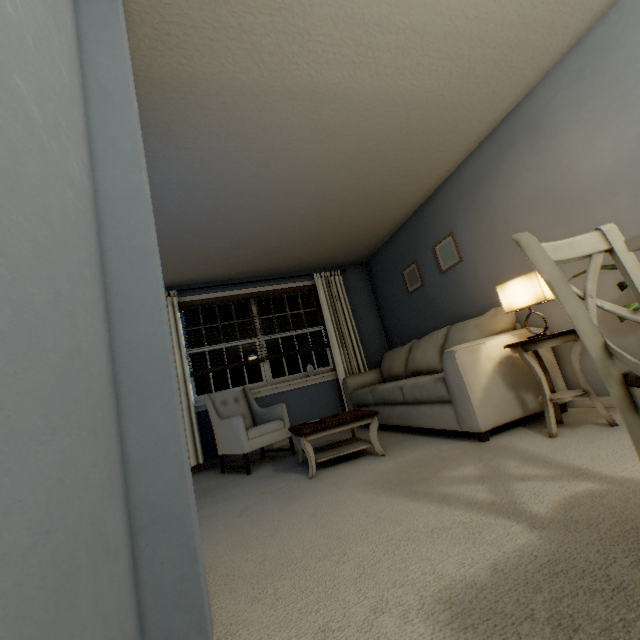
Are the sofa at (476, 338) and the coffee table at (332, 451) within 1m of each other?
yes

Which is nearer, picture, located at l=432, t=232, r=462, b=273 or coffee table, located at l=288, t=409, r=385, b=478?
coffee table, located at l=288, t=409, r=385, b=478

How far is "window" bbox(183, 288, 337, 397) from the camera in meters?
4.6

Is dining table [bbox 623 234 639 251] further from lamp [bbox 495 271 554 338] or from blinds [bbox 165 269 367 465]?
blinds [bbox 165 269 367 465]

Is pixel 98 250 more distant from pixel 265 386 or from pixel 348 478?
pixel 265 386

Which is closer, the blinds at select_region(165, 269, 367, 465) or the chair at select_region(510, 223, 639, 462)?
the chair at select_region(510, 223, 639, 462)

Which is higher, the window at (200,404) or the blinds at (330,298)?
the window at (200,404)

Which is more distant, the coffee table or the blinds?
the blinds
